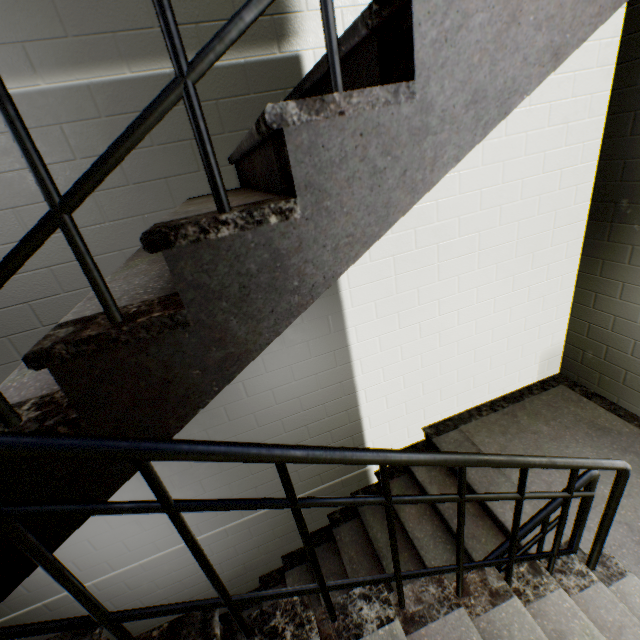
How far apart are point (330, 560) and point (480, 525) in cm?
154

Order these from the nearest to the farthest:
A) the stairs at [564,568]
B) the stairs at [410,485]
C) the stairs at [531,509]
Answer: the stairs at [564,568] < the stairs at [531,509] < the stairs at [410,485]

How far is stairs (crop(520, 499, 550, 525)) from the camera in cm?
245

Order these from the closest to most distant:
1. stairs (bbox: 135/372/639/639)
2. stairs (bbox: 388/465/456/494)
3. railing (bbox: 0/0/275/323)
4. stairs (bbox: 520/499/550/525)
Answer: railing (bbox: 0/0/275/323)
stairs (bbox: 135/372/639/639)
stairs (bbox: 520/499/550/525)
stairs (bbox: 388/465/456/494)

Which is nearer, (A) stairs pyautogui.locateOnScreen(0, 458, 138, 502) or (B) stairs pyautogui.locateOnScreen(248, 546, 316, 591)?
(A) stairs pyautogui.locateOnScreen(0, 458, 138, 502)

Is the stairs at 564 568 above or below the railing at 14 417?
below
